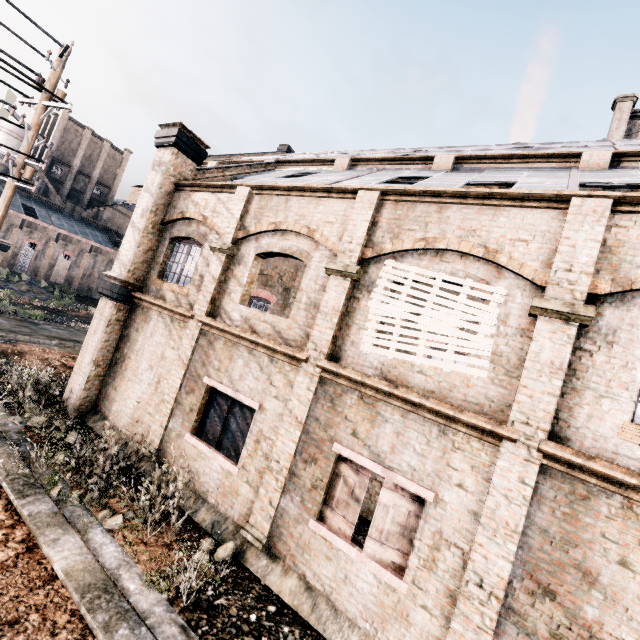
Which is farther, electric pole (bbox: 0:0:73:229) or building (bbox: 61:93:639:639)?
electric pole (bbox: 0:0:73:229)

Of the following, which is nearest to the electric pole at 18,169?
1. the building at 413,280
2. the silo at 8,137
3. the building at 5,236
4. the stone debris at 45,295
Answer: the building at 413,280

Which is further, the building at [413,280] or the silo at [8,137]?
the silo at [8,137]

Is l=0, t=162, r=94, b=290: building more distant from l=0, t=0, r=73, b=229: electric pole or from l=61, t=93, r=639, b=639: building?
l=0, t=0, r=73, b=229: electric pole

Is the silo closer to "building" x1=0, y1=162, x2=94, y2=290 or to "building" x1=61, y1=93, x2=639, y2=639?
"building" x1=0, y1=162, x2=94, y2=290

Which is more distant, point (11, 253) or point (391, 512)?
point (11, 253)

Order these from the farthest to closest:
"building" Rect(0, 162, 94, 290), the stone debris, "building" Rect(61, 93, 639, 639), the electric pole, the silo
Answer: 1. "building" Rect(0, 162, 94, 290)
2. the silo
3. the stone debris
4. the electric pole
5. "building" Rect(61, 93, 639, 639)

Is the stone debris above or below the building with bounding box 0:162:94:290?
below
